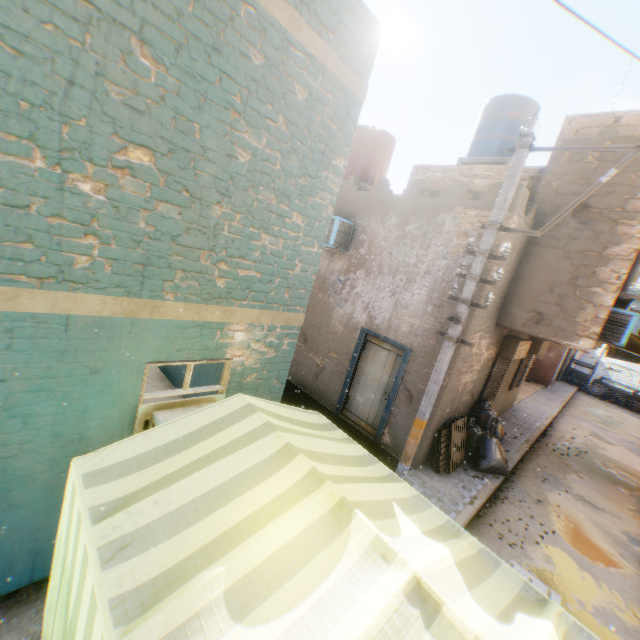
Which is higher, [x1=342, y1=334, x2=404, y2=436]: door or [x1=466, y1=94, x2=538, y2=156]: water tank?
[x1=466, y1=94, x2=538, y2=156]: water tank

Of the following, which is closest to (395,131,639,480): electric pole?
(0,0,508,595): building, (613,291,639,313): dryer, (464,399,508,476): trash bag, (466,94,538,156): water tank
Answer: (0,0,508,595): building

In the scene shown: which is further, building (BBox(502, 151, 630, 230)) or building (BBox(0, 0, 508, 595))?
building (BBox(502, 151, 630, 230))

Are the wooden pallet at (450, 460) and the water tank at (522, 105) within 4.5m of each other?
no

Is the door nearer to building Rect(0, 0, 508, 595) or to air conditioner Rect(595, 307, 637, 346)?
building Rect(0, 0, 508, 595)

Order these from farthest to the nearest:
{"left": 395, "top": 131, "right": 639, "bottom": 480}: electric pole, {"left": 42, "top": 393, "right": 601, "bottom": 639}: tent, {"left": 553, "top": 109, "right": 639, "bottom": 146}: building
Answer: {"left": 553, "top": 109, "right": 639, "bottom": 146}: building, {"left": 395, "top": 131, "right": 639, "bottom": 480}: electric pole, {"left": 42, "top": 393, "right": 601, "bottom": 639}: tent

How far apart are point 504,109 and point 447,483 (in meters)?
10.46

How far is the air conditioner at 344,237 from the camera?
8.5 meters
